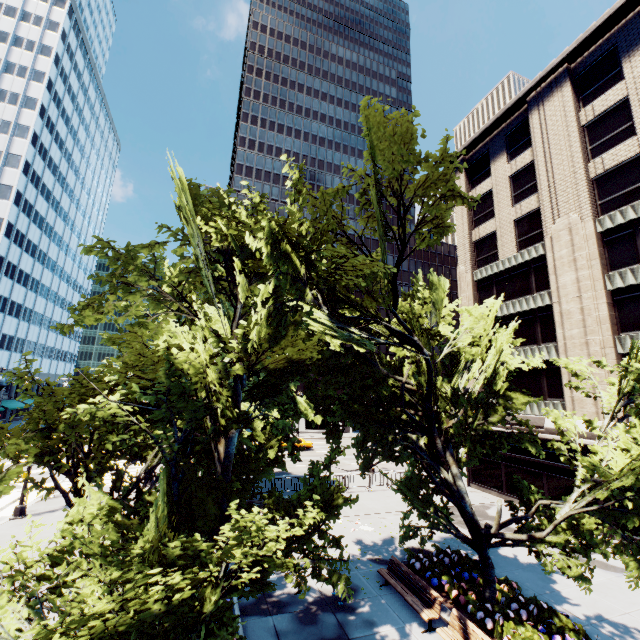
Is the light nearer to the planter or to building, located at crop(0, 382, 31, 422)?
the planter

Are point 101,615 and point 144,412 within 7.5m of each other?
yes

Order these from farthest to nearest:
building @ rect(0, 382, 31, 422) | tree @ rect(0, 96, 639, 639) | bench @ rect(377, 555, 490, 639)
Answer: building @ rect(0, 382, 31, 422)
bench @ rect(377, 555, 490, 639)
tree @ rect(0, 96, 639, 639)

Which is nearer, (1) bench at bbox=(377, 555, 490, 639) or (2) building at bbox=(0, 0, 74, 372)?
(1) bench at bbox=(377, 555, 490, 639)

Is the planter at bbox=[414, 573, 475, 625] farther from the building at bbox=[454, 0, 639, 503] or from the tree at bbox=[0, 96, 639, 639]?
the building at bbox=[454, 0, 639, 503]

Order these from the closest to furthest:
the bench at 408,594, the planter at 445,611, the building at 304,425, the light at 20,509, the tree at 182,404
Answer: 1. the tree at 182,404
2. the bench at 408,594
3. the planter at 445,611
4. the light at 20,509
5. the building at 304,425

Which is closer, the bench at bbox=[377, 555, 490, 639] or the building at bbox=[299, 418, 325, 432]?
the bench at bbox=[377, 555, 490, 639]

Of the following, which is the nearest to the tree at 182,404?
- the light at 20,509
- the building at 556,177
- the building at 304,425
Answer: the light at 20,509
